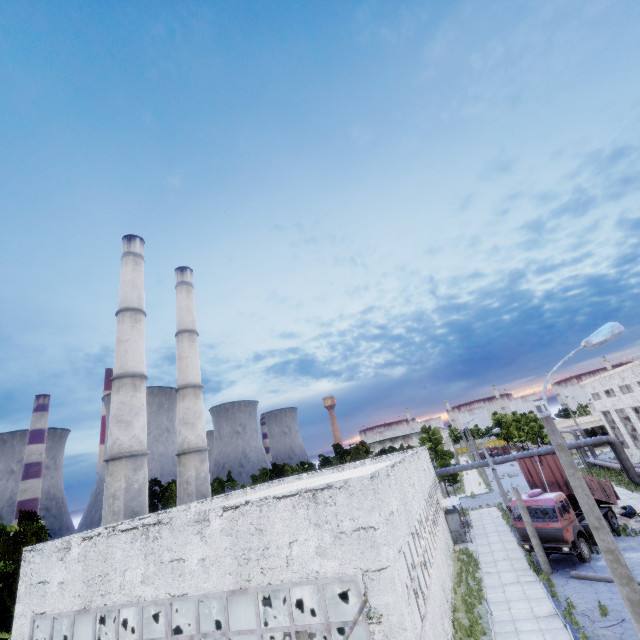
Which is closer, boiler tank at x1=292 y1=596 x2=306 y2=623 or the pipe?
boiler tank at x1=292 y1=596 x2=306 y2=623

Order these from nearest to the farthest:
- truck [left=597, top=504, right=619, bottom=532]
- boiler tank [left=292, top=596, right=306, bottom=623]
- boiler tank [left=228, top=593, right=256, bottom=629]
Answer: boiler tank [left=292, top=596, right=306, bottom=623] → boiler tank [left=228, top=593, right=256, bottom=629] → truck [left=597, top=504, right=619, bottom=532]

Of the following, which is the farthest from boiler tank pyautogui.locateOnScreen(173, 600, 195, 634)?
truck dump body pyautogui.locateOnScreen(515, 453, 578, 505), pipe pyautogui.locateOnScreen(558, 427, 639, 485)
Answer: pipe pyautogui.locateOnScreen(558, 427, 639, 485)

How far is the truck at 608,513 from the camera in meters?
22.2 m

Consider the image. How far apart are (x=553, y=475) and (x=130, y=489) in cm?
3004

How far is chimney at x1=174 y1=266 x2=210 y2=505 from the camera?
28.7m

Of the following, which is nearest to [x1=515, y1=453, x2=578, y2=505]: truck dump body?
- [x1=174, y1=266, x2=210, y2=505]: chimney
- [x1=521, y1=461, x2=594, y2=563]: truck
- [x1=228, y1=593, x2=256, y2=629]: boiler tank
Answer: [x1=521, y1=461, x2=594, y2=563]: truck

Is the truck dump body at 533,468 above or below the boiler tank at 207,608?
above
